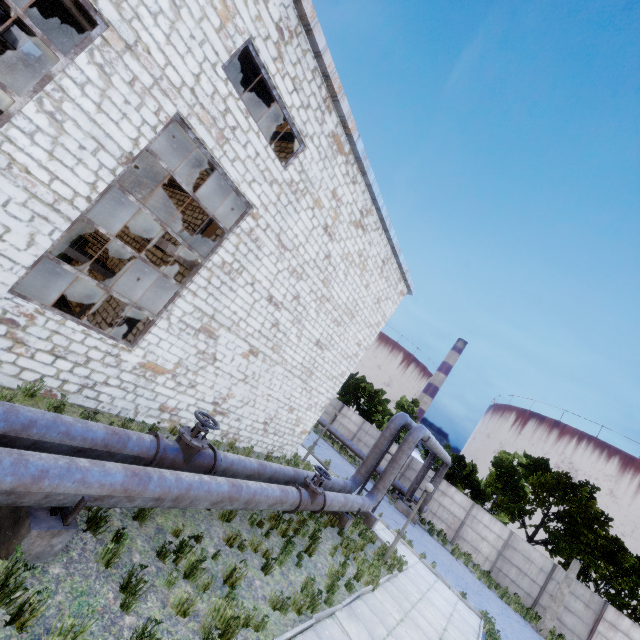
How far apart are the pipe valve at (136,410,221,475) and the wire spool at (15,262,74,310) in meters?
8.5

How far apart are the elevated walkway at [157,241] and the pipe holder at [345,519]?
10.1m

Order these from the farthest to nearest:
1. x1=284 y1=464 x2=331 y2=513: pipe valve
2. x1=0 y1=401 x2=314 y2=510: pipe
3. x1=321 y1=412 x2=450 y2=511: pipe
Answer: x1=321 y1=412 x2=450 y2=511: pipe
x1=284 y1=464 x2=331 y2=513: pipe valve
x1=0 y1=401 x2=314 y2=510: pipe

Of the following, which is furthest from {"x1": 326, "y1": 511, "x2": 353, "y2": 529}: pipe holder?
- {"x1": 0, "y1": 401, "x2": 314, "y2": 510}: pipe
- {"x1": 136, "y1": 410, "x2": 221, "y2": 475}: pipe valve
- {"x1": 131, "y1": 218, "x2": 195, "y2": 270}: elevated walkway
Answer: {"x1": 131, "y1": 218, "x2": 195, "y2": 270}: elevated walkway

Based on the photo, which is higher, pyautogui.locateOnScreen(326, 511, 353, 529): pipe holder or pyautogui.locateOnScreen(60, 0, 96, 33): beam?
pyautogui.locateOnScreen(60, 0, 96, 33): beam

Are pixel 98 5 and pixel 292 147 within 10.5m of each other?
yes

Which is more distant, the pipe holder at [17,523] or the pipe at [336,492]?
the pipe at [336,492]

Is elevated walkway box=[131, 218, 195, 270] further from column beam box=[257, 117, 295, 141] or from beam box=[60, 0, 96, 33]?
column beam box=[257, 117, 295, 141]
